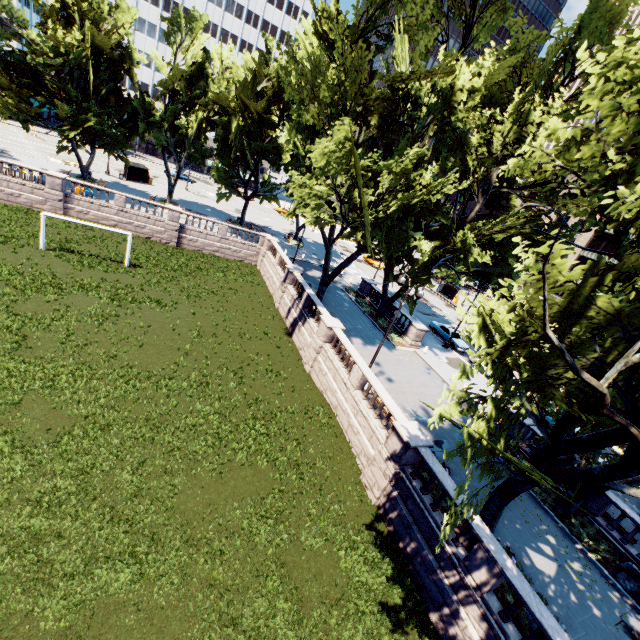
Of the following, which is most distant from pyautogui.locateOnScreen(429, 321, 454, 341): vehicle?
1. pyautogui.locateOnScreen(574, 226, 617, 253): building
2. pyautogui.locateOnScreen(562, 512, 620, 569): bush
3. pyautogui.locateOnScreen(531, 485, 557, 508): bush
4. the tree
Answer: pyautogui.locateOnScreen(574, 226, 617, 253): building

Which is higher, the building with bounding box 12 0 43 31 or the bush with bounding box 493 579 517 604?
the building with bounding box 12 0 43 31

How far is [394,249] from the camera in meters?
22.3

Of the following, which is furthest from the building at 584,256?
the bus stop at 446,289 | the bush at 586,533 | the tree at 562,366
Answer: the bush at 586,533

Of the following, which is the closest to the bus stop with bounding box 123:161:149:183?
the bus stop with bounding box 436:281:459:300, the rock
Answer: the bus stop with bounding box 436:281:459:300

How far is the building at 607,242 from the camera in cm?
4497

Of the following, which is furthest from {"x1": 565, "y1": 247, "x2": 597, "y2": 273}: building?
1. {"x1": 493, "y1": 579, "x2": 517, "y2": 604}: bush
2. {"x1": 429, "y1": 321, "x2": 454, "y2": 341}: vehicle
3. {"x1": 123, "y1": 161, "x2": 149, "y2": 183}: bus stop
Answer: {"x1": 123, "y1": 161, "x2": 149, "y2": 183}: bus stop

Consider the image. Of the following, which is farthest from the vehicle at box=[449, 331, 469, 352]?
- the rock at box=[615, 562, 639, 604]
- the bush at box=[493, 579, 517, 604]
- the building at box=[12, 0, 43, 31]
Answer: the building at box=[12, 0, 43, 31]
